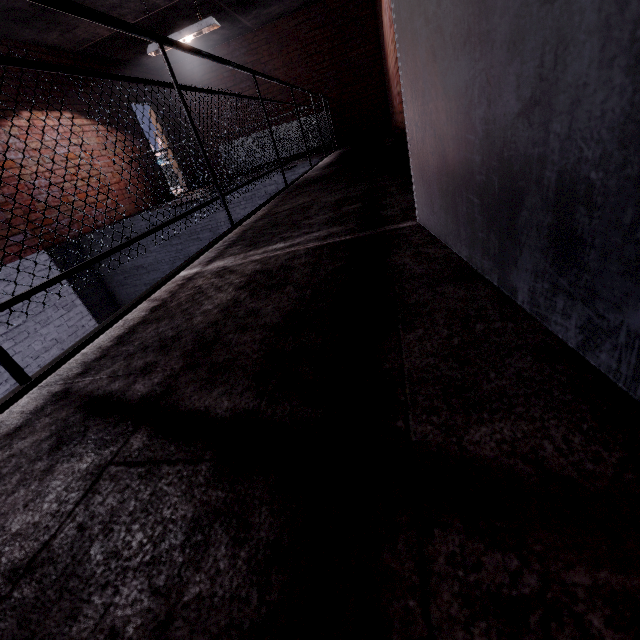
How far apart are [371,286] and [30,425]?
0.9m

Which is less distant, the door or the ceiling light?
the door

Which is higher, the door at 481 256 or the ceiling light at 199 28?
the ceiling light at 199 28

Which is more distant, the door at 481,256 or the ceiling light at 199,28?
the ceiling light at 199,28

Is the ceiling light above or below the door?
above
